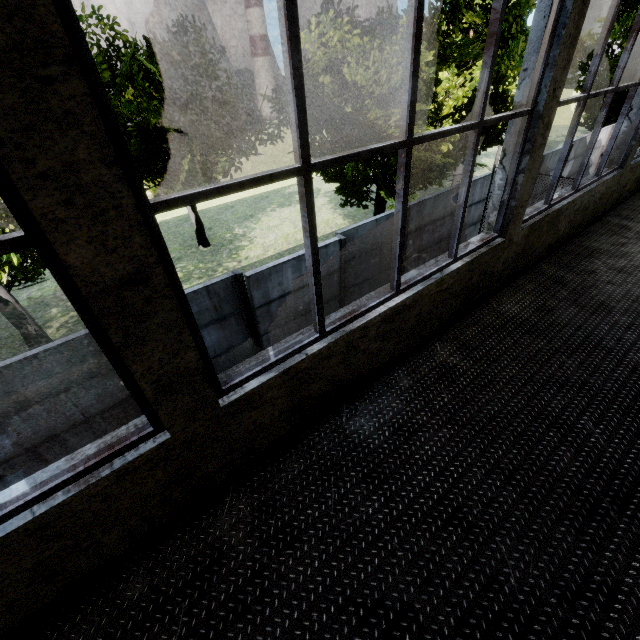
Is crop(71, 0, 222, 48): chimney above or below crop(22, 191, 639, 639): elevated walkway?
above

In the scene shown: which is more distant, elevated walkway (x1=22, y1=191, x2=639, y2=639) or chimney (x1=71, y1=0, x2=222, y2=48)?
chimney (x1=71, y1=0, x2=222, y2=48)

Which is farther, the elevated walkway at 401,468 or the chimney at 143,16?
the chimney at 143,16

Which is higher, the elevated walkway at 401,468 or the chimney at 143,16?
the chimney at 143,16

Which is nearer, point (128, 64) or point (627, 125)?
point (627, 125)
